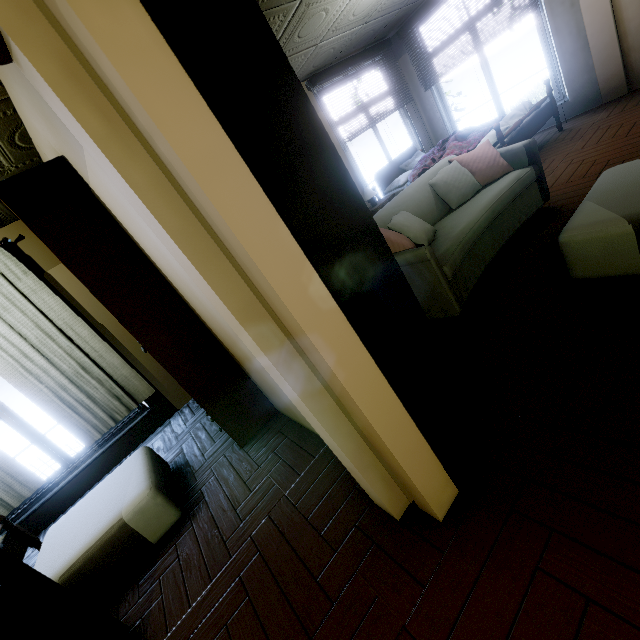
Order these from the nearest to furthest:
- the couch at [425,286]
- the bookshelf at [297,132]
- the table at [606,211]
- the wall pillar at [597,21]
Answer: the bookshelf at [297,132] → the table at [606,211] → the couch at [425,286] → the wall pillar at [597,21]

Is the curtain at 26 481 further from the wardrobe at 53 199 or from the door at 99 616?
the door at 99 616

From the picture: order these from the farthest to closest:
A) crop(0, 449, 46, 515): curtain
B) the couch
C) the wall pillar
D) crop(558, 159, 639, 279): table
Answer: the wall pillar → crop(0, 449, 46, 515): curtain → the couch → crop(558, 159, 639, 279): table

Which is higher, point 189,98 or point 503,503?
point 189,98

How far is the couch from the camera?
2.4m

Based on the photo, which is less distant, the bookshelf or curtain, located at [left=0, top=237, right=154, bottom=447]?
the bookshelf

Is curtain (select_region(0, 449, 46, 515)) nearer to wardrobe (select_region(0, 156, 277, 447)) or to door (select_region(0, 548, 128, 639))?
wardrobe (select_region(0, 156, 277, 447))

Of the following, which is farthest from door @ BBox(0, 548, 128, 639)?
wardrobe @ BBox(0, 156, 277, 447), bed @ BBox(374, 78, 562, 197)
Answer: bed @ BBox(374, 78, 562, 197)
